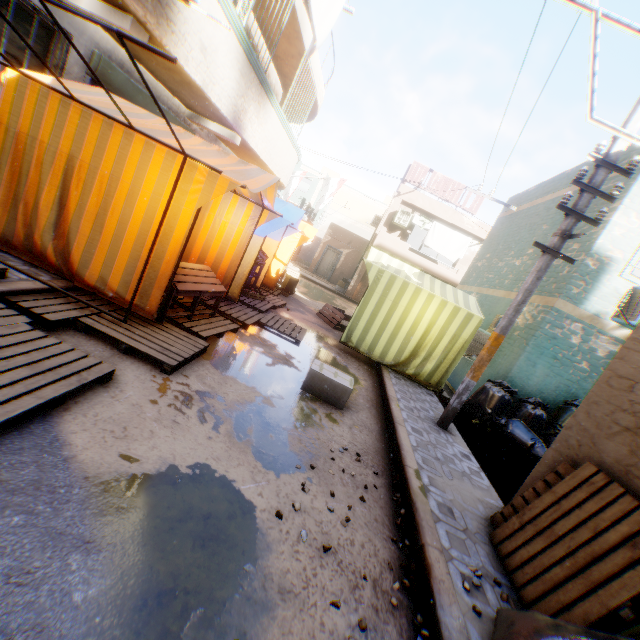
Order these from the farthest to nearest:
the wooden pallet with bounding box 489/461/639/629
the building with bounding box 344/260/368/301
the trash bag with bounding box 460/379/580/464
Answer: the building with bounding box 344/260/368/301, the trash bag with bounding box 460/379/580/464, the wooden pallet with bounding box 489/461/639/629

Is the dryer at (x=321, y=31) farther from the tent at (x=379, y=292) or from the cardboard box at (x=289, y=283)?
the cardboard box at (x=289, y=283)

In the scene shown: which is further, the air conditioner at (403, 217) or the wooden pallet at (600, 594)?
the air conditioner at (403, 217)

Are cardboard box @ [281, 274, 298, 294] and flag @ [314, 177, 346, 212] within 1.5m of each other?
no

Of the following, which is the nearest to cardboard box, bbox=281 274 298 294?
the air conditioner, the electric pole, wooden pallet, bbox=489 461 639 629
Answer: the electric pole

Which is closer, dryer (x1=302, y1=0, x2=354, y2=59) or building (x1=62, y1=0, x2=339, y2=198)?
building (x1=62, y1=0, x2=339, y2=198)

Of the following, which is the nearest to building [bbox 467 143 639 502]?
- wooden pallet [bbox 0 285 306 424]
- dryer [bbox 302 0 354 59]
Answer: dryer [bbox 302 0 354 59]

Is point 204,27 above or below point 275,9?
below
